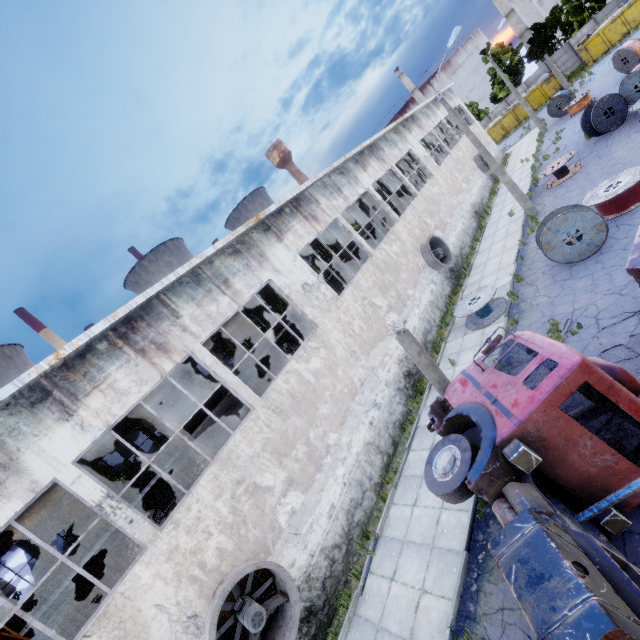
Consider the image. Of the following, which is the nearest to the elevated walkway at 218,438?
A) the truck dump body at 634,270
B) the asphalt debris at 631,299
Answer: the asphalt debris at 631,299

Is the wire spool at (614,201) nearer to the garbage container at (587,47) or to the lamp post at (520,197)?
the lamp post at (520,197)

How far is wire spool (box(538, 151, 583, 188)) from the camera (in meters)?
19.06

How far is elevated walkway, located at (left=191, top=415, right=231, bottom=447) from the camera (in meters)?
14.81

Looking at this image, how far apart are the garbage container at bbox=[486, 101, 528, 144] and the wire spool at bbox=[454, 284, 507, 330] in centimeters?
4429cm

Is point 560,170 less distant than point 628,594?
No

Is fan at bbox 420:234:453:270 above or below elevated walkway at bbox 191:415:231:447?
below
